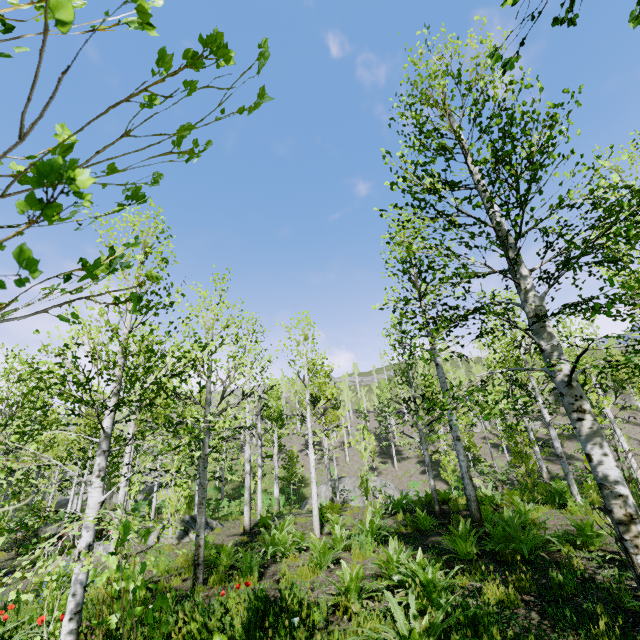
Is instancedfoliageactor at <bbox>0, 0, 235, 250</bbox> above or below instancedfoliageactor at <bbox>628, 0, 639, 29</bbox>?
below

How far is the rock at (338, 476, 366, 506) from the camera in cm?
2472

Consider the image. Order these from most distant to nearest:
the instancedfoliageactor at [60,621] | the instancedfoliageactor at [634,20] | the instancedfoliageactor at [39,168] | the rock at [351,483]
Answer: the rock at [351,483] → the instancedfoliageactor at [60,621] → the instancedfoliageactor at [634,20] → the instancedfoliageactor at [39,168]

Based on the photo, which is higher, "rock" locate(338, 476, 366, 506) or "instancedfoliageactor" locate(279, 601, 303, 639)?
"rock" locate(338, 476, 366, 506)

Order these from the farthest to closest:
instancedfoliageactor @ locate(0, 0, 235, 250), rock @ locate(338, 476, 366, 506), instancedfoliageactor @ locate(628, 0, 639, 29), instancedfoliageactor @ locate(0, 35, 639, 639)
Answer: rock @ locate(338, 476, 366, 506) < instancedfoliageactor @ locate(0, 35, 639, 639) < instancedfoliageactor @ locate(628, 0, 639, 29) < instancedfoliageactor @ locate(0, 0, 235, 250)

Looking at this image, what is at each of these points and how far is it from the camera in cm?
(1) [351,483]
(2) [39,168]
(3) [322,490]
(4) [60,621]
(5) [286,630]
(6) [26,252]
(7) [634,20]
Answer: (1) rock, 2608
(2) instancedfoliageactor, 69
(3) rock, 2675
(4) instancedfoliageactor, 372
(5) instancedfoliageactor, 423
(6) instancedfoliageactor, 71
(7) instancedfoliageactor, 172

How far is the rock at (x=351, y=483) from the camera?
24.7 meters
